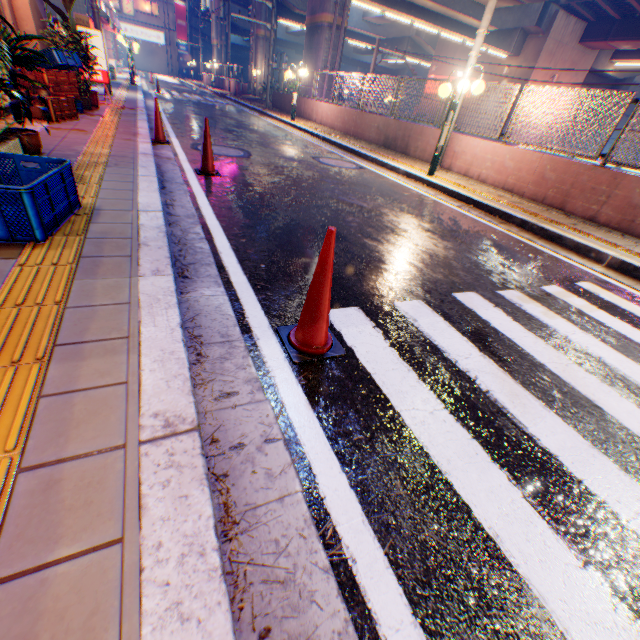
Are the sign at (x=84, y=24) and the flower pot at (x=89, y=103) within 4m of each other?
yes

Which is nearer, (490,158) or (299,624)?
(299,624)

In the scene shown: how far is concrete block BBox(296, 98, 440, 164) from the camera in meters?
10.6

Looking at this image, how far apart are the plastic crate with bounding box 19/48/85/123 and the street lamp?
7.7m

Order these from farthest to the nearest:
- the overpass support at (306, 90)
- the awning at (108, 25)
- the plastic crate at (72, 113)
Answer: the overpass support at (306, 90), the awning at (108, 25), the plastic crate at (72, 113)

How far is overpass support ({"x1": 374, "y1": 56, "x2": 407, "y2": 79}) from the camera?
→ 51.1 meters

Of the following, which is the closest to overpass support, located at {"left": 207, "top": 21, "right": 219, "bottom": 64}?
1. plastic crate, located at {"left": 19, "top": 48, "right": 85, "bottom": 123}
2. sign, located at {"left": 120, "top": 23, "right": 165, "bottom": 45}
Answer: sign, located at {"left": 120, "top": 23, "right": 165, "bottom": 45}

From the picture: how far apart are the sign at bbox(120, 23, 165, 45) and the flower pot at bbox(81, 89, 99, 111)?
58.80m
